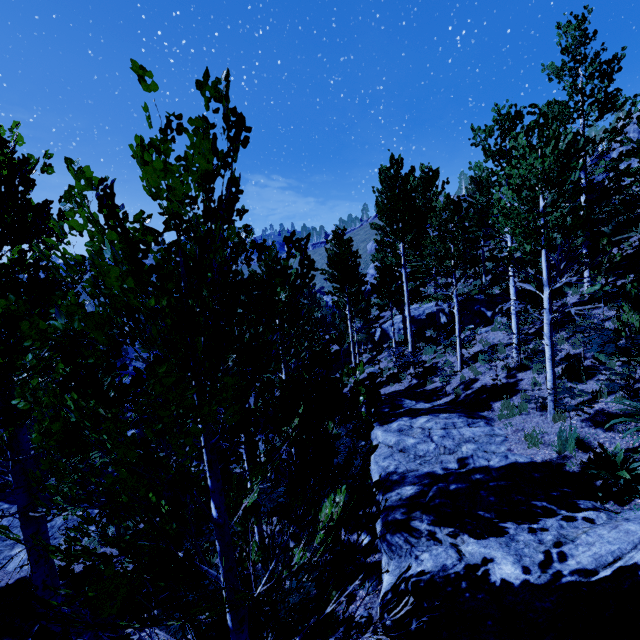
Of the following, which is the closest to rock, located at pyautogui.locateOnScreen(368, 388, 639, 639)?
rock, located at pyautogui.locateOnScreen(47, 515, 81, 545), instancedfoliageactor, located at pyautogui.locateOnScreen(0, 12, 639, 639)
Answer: instancedfoliageactor, located at pyautogui.locateOnScreen(0, 12, 639, 639)

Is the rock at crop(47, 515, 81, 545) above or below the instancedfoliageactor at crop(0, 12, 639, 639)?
below

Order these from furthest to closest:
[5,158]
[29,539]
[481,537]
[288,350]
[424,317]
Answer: [424,317]
[288,350]
[481,537]
[29,539]
[5,158]

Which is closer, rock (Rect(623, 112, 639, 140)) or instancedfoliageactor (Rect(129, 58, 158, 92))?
instancedfoliageactor (Rect(129, 58, 158, 92))

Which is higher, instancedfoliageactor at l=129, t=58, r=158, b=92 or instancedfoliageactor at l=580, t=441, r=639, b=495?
instancedfoliageactor at l=129, t=58, r=158, b=92

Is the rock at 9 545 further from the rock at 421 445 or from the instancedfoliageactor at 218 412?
the rock at 421 445

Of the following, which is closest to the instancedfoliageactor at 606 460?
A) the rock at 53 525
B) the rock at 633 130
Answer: the rock at 53 525

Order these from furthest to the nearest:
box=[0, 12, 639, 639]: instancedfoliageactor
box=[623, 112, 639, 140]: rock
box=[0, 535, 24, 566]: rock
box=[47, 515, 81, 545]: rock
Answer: box=[623, 112, 639, 140]: rock, box=[47, 515, 81, 545]: rock, box=[0, 535, 24, 566]: rock, box=[0, 12, 639, 639]: instancedfoliageactor
